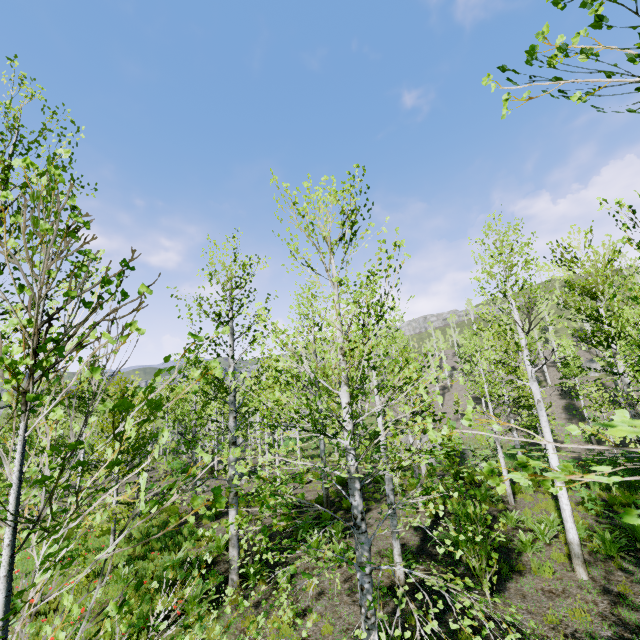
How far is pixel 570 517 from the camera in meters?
7.8 m
